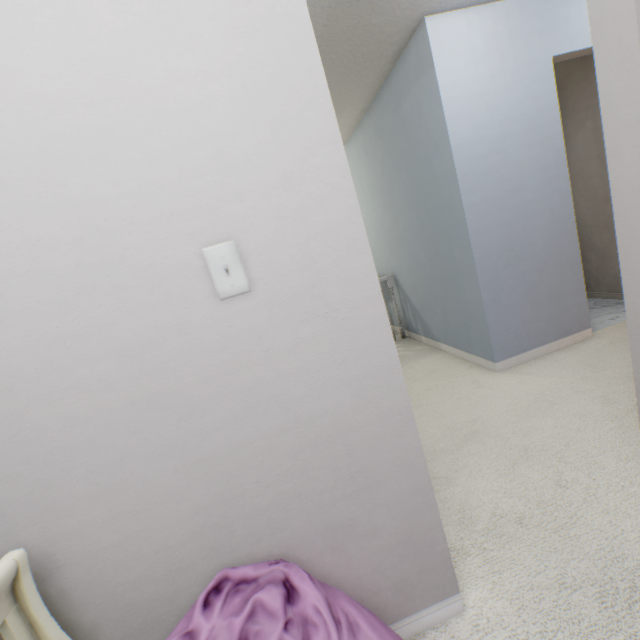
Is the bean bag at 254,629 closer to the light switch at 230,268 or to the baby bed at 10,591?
the baby bed at 10,591

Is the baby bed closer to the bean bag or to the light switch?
the bean bag

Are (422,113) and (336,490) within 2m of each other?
no

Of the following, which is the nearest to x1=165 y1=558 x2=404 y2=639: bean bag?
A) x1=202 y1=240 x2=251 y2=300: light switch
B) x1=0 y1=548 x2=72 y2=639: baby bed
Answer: x1=0 y1=548 x2=72 y2=639: baby bed

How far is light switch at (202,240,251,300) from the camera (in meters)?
0.76

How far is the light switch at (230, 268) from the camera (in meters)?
0.76

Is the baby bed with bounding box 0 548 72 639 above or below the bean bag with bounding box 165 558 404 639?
above
